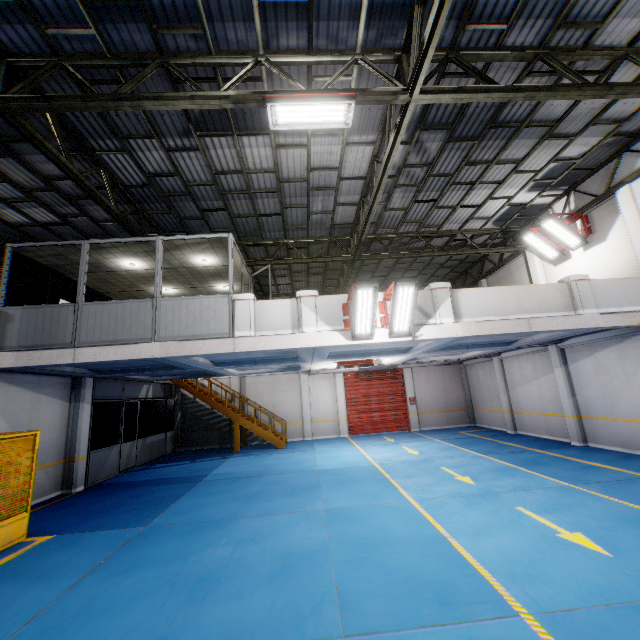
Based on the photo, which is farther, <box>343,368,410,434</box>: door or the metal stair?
<box>343,368,410,434</box>: door

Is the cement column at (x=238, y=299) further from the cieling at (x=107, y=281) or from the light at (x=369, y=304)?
the light at (x=369, y=304)

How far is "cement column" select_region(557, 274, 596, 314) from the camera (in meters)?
8.98

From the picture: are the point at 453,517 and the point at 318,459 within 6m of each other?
no

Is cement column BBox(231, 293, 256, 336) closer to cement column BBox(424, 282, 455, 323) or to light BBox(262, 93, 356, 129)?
light BBox(262, 93, 356, 129)

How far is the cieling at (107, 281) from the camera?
9.3 meters

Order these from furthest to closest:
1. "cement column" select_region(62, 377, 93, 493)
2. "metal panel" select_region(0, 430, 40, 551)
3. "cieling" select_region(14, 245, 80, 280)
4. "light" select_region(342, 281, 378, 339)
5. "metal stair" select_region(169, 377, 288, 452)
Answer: "metal stair" select_region(169, 377, 288, 452) → "cement column" select_region(62, 377, 93, 493) → "cieling" select_region(14, 245, 80, 280) → "light" select_region(342, 281, 378, 339) → "metal panel" select_region(0, 430, 40, 551)

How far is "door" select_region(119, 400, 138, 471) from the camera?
13.36m
